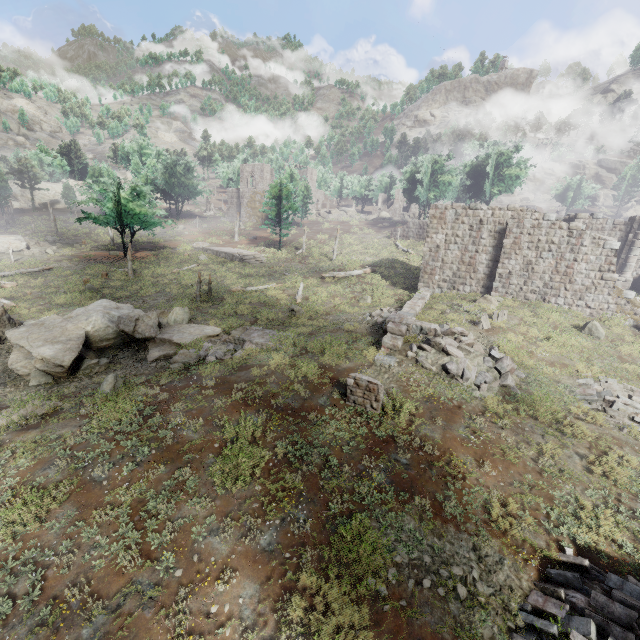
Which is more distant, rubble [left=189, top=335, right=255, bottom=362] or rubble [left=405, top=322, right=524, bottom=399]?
rubble [left=189, top=335, right=255, bottom=362]

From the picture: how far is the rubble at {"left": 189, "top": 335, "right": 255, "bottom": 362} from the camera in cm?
1538

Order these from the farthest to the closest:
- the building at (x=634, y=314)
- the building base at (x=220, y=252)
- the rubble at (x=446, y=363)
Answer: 1. the building base at (x=220, y=252)
2. the building at (x=634, y=314)
3. the rubble at (x=446, y=363)

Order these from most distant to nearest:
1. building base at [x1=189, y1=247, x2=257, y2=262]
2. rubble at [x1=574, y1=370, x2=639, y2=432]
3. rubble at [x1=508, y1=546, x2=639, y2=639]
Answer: building base at [x1=189, y1=247, x2=257, y2=262], rubble at [x1=574, y1=370, x2=639, y2=432], rubble at [x1=508, y1=546, x2=639, y2=639]

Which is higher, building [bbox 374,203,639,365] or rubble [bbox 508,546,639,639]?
building [bbox 374,203,639,365]

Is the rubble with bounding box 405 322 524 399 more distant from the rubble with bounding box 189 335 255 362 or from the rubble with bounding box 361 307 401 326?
the rubble with bounding box 189 335 255 362

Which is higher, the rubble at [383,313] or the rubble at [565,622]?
the rubble at [383,313]

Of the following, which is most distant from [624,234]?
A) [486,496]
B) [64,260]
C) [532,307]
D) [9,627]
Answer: [64,260]
